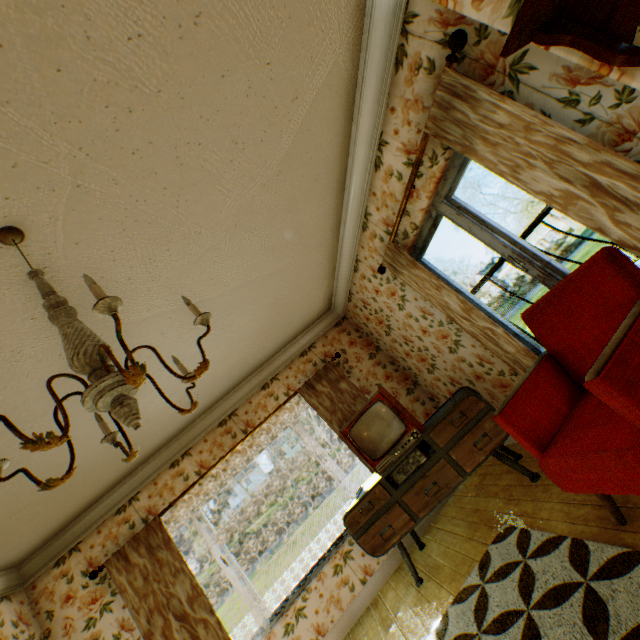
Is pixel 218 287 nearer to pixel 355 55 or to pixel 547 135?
pixel 355 55

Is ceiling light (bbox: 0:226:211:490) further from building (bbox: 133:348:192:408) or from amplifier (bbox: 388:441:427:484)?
amplifier (bbox: 388:441:427:484)

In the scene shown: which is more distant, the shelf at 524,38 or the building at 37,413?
the building at 37,413

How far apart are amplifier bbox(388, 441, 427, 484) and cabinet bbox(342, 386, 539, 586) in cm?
2

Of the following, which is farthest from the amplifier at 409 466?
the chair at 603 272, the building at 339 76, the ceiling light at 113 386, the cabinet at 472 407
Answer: the ceiling light at 113 386

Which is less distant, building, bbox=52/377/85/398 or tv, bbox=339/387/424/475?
building, bbox=52/377/85/398

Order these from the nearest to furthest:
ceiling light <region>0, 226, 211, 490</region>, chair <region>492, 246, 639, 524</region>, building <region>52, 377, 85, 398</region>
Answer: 1. ceiling light <region>0, 226, 211, 490</region>
2. chair <region>492, 246, 639, 524</region>
3. building <region>52, 377, 85, 398</region>

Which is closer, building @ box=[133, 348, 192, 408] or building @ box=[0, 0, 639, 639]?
building @ box=[0, 0, 639, 639]
